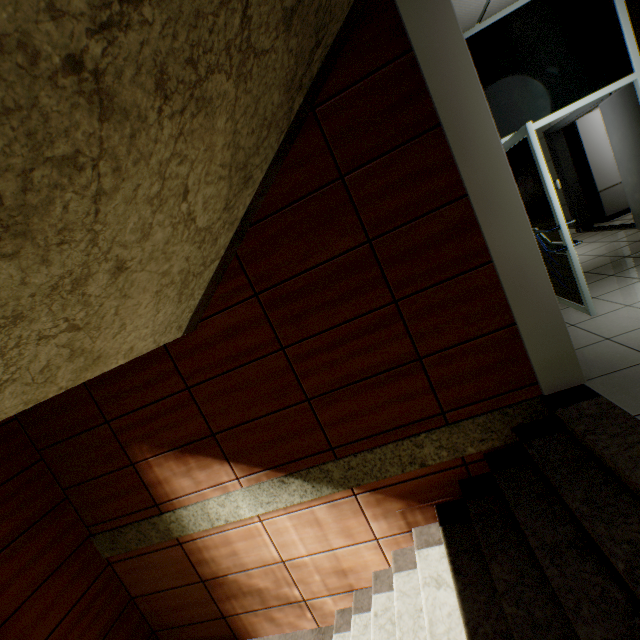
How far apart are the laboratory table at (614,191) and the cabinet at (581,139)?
0.0m

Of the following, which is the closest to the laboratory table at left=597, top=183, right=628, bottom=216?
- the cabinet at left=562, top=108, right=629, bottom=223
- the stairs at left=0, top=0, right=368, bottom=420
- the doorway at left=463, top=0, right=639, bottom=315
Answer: the cabinet at left=562, top=108, right=629, bottom=223

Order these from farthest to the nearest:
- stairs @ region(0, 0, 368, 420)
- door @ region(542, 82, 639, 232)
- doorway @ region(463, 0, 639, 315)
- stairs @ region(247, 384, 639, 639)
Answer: door @ region(542, 82, 639, 232) → doorway @ region(463, 0, 639, 315) → stairs @ region(247, 384, 639, 639) → stairs @ region(0, 0, 368, 420)

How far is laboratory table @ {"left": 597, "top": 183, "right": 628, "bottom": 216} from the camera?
6.4 meters

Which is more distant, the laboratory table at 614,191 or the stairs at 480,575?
the laboratory table at 614,191

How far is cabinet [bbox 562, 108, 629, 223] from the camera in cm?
621

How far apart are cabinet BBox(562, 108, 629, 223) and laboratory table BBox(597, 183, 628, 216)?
0.01m

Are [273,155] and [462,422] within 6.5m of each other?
yes
